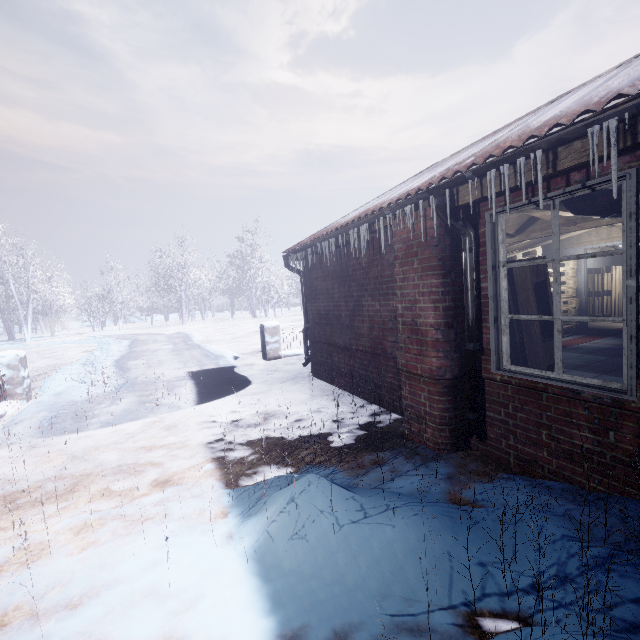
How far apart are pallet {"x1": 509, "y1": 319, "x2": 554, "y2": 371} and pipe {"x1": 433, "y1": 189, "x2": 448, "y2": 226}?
0.20m

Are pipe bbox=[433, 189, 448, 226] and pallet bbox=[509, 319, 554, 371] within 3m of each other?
yes

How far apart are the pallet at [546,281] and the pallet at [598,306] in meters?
8.1 m

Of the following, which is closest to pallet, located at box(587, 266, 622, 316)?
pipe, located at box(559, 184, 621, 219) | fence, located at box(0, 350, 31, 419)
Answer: pipe, located at box(559, 184, 621, 219)

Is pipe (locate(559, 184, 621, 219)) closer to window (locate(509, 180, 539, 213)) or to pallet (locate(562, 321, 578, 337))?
window (locate(509, 180, 539, 213))

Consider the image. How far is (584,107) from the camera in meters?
1.8 m

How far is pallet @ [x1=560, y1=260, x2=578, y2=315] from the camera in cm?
698

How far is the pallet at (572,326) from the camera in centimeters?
696cm
